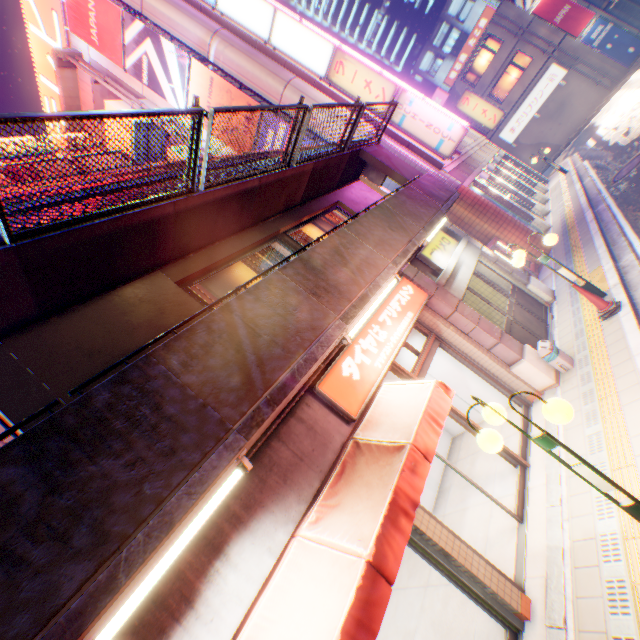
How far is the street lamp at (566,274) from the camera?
7.6m

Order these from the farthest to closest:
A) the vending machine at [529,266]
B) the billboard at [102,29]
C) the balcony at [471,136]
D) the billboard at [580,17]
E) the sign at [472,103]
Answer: the billboard at [580,17] < the sign at [472,103] < the balcony at [471,136] < the billboard at [102,29] < the vending machine at [529,266]

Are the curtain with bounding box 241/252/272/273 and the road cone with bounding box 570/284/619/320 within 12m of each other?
yes

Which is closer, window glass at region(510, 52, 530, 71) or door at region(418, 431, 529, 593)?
door at region(418, 431, 529, 593)

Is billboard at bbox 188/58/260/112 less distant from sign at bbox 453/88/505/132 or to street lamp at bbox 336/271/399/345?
street lamp at bbox 336/271/399/345

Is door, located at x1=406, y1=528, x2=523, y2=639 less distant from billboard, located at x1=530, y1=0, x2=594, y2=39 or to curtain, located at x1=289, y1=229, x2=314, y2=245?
curtain, located at x1=289, y1=229, x2=314, y2=245

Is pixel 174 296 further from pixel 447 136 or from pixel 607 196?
pixel 607 196

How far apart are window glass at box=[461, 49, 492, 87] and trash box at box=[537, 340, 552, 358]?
34.53m
